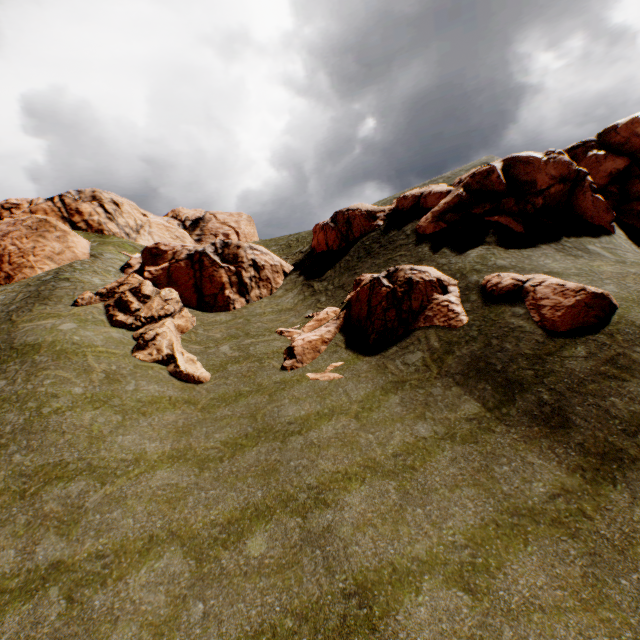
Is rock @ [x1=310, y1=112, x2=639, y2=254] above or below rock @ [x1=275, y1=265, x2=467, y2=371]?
above

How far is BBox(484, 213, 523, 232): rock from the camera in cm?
1898

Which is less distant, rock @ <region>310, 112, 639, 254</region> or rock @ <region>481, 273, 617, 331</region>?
rock @ <region>481, 273, 617, 331</region>

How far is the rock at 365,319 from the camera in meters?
16.2

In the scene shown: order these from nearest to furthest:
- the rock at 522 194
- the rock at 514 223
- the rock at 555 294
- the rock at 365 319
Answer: the rock at 555 294 → the rock at 365 319 → the rock at 514 223 → the rock at 522 194

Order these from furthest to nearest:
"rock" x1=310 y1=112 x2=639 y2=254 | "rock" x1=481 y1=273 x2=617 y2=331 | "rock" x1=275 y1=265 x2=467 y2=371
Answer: "rock" x1=310 y1=112 x2=639 y2=254 → "rock" x1=275 y1=265 x2=467 y2=371 → "rock" x1=481 y1=273 x2=617 y2=331

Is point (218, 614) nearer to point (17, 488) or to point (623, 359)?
point (17, 488)
